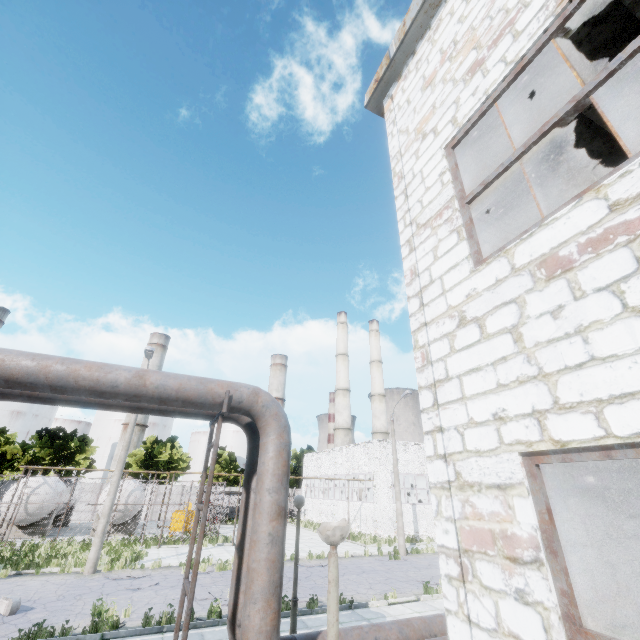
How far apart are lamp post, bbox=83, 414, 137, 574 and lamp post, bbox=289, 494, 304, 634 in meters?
12.6 m

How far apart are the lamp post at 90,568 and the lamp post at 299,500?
12.6m

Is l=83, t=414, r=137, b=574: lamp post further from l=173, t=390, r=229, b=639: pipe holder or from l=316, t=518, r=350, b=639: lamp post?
l=316, t=518, r=350, b=639: lamp post

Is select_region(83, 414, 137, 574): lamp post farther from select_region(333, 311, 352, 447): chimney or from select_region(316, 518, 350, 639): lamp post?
select_region(333, 311, 352, 447): chimney

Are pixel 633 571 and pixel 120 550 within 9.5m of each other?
no

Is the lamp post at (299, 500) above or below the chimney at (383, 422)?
below

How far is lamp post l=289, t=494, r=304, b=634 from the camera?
7.3 meters

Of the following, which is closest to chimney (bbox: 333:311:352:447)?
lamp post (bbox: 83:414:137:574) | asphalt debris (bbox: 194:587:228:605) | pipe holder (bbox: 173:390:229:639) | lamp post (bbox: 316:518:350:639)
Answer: lamp post (bbox: 83:414:137:574)
